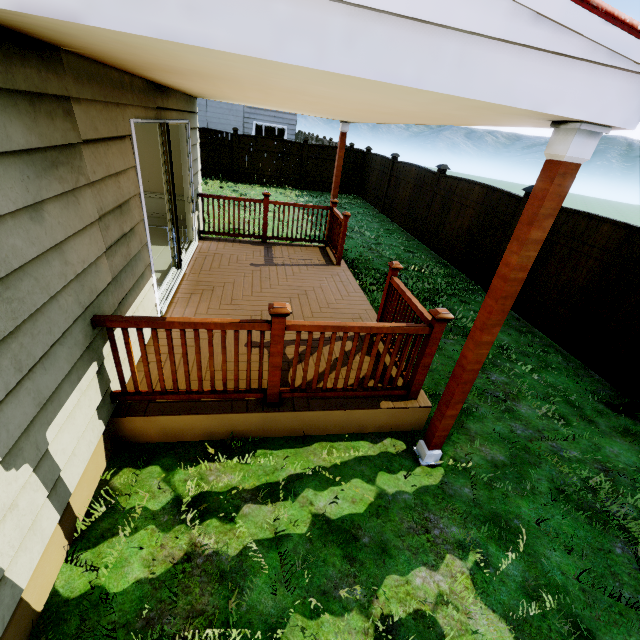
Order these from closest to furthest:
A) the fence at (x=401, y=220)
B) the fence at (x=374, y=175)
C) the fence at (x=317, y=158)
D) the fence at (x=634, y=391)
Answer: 1. the fence at (x=634, y=391)
2. the fence at (x=401, y=220)
3. the fence at (x=374, y=175)
4. the fence at (x=317, y=158)

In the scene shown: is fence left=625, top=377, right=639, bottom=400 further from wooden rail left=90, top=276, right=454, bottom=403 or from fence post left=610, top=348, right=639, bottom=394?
wooden rail left=90, top=276, right=454, bottom=403

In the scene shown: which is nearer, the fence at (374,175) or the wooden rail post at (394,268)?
the wooden rail post at (394,268)

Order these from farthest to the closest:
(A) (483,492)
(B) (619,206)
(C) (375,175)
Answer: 1. (B) (619,206)
2. (C) (375,175)
3. (A) (483,492)

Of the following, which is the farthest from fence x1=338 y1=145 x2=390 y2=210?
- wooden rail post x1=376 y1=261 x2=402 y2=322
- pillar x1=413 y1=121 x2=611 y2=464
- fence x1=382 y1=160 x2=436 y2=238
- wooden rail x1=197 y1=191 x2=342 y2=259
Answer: pillar x1=413 y1=121 x2=611 y2=464

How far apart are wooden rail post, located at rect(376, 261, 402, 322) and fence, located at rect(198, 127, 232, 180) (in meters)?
13.62

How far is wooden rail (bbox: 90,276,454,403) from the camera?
2.5 meters

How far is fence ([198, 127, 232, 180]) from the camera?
14.09m
